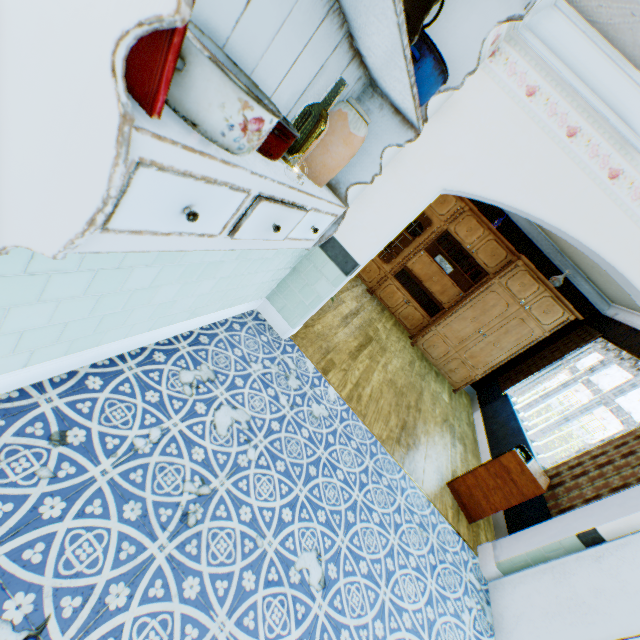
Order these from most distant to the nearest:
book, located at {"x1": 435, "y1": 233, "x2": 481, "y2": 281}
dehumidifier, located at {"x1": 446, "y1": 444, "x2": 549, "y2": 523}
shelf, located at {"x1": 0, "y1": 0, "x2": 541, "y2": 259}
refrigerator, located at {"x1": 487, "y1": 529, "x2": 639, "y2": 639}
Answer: book, located at {"x1": 435, "y1": 233, "x2": 481, "y2": 281} → dehumidifier, located at {"x1": 446, "y1": 444, "x2": 549, "y2": 523} → refrigerator, located at {"x1": 487, "y1": 529, "x2": 639, "y2": 639} → shelf, located at {"x1": 0, "y1": 0, "x2": 541, "y2": 259}

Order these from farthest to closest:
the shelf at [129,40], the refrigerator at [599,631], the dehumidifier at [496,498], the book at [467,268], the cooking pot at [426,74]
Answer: the book at [467,268] < the dehumidifier at [496,498] < the refrigerator at [599,631] < the cooking pot at [426,74] < the shelf at [129,40]

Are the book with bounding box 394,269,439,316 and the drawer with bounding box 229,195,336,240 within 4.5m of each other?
no

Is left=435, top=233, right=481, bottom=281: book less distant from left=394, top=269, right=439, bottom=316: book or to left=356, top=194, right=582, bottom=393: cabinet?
left=356, top=194, right=582, bottom=393: cabinet

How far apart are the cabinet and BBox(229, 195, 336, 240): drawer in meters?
5.4 m

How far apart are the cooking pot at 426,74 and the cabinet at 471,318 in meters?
5.3 m

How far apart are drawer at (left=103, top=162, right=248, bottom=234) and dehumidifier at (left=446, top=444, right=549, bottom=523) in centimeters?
334cm

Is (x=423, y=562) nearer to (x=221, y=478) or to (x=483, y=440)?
(x=221, y=478)
